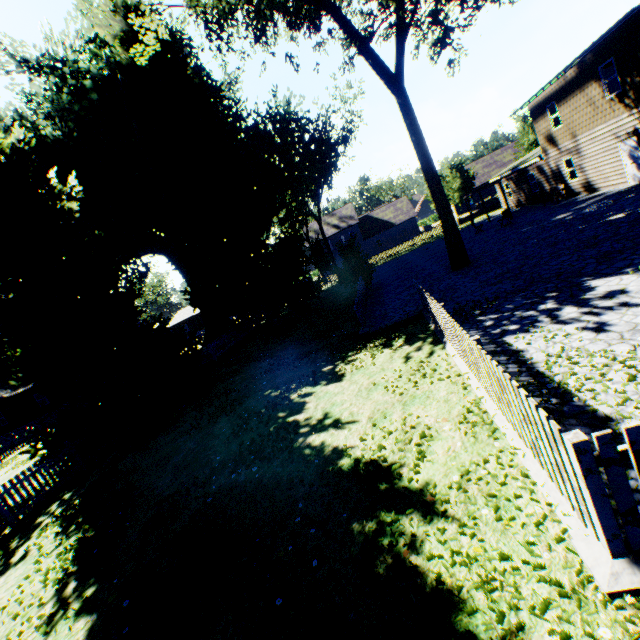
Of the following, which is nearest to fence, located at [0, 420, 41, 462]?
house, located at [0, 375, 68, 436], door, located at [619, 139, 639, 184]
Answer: house, located at [0, 375, 68, 436]

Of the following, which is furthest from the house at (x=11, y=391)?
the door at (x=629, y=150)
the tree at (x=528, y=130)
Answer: → the door at (x=629, y=150)

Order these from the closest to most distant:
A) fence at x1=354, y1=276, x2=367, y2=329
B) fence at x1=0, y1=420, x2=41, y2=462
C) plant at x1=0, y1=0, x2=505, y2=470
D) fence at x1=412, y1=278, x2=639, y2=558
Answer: fence at x1=412, y1=278, x2=639, y2=558, plant at x1=0, y1=0, x2=505, y2=470, fence at x1=354, y1=276, x2=367, y2=329, fence at x1=0, y1=420, x2=41, y2=462

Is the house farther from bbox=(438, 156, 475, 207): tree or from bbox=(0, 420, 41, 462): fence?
bbox=(438, 156, 475, 207): tree

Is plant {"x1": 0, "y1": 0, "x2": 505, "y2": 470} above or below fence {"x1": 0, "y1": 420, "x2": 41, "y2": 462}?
above

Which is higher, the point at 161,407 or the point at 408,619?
the point at 161,407

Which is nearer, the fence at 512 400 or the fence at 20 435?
the fence at 512 400

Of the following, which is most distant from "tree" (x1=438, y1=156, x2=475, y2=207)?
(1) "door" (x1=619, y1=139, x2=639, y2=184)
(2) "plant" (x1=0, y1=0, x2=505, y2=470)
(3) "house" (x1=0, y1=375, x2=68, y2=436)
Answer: (3) "house" (x1=0, y1=375, x2=68, y2=436)
